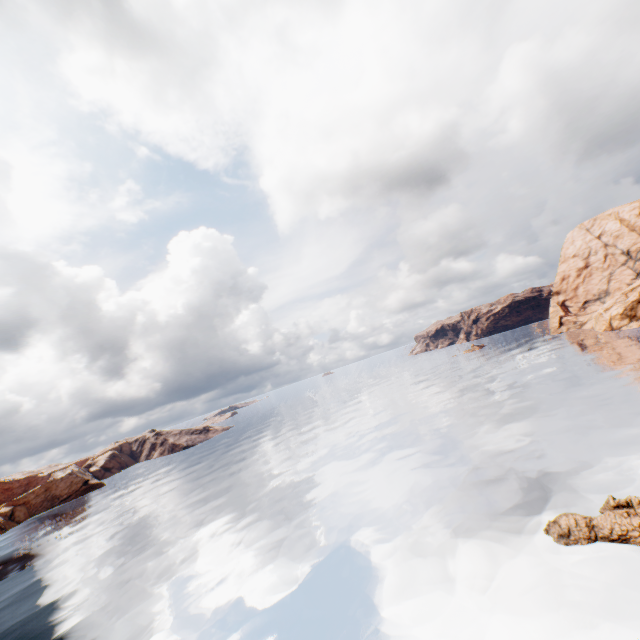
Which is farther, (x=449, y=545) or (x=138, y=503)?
(x=138, y=503)
